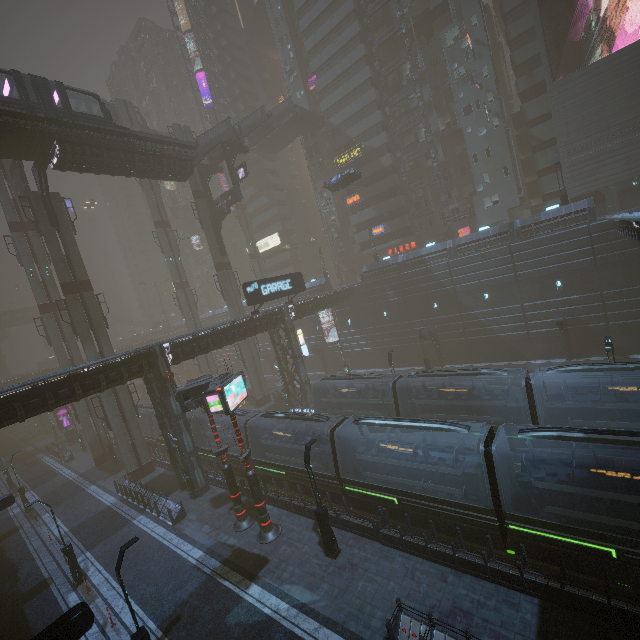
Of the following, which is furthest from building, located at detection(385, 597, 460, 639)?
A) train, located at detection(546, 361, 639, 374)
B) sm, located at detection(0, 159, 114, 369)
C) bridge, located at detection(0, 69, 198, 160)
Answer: train, located at detection(546, 361, 639, 374)

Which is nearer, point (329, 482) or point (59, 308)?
point (329, 482)

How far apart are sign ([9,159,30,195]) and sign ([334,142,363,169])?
38.03m

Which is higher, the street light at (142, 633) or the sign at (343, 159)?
the sign at (343, 159)

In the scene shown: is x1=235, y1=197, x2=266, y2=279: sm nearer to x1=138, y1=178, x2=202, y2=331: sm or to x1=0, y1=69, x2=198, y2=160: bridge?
x1=138, y1=178, x2=202, y2=331: sm

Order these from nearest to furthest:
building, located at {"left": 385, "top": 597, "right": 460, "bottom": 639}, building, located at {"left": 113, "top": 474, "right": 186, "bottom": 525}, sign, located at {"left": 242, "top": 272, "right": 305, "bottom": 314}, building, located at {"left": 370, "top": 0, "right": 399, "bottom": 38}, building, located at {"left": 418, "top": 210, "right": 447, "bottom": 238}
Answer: building, located at {"left": 385, "top": 597, "right": 460, "bottom": 639} → building, located at {"left": 113, "top": 474, "right": 186, "bottom": 525} → sign, located at {"left": 242, "top": 272, "right": 305, "bottom": 314} → building, located at {"left": 370, "top": 0, "right": 399, "bottom": 38} → building, located at {"left": 418, "top": 210, "right": 447, "bottom": 238}

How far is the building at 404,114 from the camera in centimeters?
4475cm

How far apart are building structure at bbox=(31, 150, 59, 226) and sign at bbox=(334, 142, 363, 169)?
36.52m
